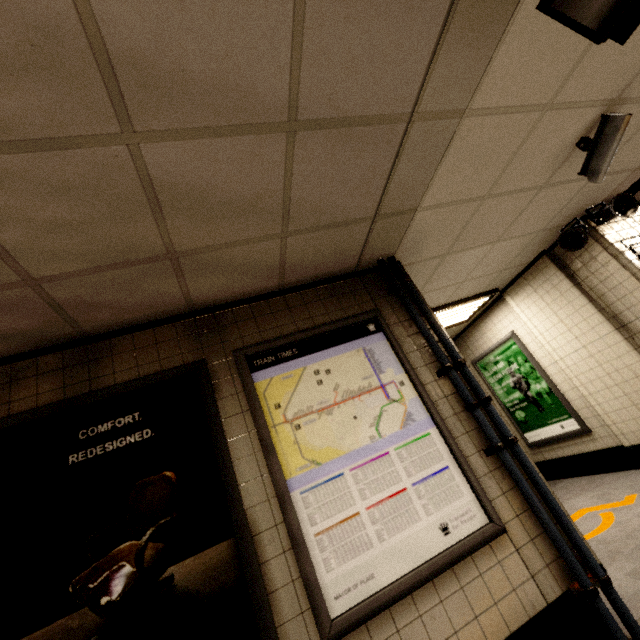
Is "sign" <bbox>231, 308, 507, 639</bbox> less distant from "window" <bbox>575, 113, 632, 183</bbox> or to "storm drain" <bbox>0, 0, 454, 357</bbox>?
"storm drain" <bbox>0, 0, 454, 357</bbox>

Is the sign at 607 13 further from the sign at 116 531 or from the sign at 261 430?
the sign at 116 531

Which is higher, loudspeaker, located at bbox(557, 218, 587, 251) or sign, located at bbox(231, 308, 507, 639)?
loudspeaker, located at bbox(557, 218, 587, 251)

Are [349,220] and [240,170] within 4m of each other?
yes

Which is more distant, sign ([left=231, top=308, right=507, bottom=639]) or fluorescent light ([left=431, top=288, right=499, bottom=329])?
fluorescent light ([left=431, top=288, right=499, bottom=329])

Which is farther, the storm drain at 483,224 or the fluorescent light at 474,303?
the fluorescent light at 474,303

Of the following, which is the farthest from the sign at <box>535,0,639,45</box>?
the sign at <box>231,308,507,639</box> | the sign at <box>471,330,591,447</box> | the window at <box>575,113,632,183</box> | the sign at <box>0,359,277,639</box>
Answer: the sign at <box>471,330,591,447</box>

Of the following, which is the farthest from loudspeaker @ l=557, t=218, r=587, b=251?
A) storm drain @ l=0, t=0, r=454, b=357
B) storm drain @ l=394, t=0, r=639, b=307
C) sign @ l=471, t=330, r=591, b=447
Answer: storm drain @ l=0, t=0, r=454, b=357
